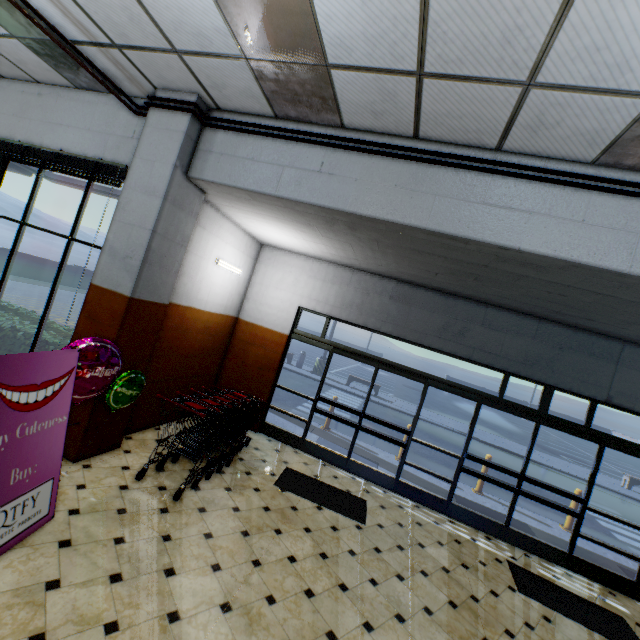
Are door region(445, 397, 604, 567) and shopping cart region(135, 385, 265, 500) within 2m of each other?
no

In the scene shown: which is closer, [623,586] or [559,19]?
[559,19]

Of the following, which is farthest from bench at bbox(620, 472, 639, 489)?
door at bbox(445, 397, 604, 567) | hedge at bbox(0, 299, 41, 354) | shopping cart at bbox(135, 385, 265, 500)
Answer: hedge at bbox(0, 299, 41, 354)

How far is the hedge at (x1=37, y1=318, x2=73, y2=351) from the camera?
4.94m

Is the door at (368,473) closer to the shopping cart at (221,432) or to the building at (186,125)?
the building at (186,125)

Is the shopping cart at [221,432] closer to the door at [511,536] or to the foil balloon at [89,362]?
the foil balloon at [89,362]

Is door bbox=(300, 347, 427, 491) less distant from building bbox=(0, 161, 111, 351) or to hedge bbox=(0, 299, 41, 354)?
building bbox=(0, 161, 111, 351)

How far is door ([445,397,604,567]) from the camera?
5.5m
